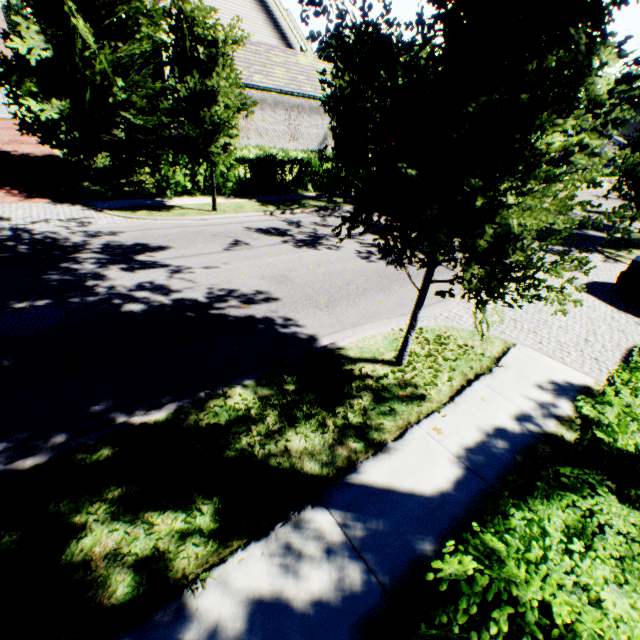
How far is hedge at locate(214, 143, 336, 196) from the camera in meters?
15.1 m

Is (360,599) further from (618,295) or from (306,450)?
(618,295)

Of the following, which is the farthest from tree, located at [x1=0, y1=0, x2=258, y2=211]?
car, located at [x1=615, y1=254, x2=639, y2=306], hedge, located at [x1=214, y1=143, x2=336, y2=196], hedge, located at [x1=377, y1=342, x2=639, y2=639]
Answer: car, located at [x1=615, y1=254, x2=639, y2=306]

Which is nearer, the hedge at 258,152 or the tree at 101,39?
the tree at 101,39

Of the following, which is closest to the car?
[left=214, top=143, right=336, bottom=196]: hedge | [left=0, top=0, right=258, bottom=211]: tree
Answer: [left=0, top=0, right=258, bottom=211]: tree

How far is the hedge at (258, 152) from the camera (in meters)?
15.11

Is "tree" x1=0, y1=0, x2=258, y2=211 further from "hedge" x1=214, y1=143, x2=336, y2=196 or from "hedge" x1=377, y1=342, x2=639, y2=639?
"hedge" x1=214, y1=143, x2=336, y2=196

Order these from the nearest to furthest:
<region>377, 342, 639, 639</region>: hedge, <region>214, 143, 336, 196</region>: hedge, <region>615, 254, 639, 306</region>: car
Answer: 1. <region>377, 342, 639, 639</region>: hedge
2. <region>615, 254, 639, 306</region>: car
3. <region>214, 143, 336, 196</region>: hedge
